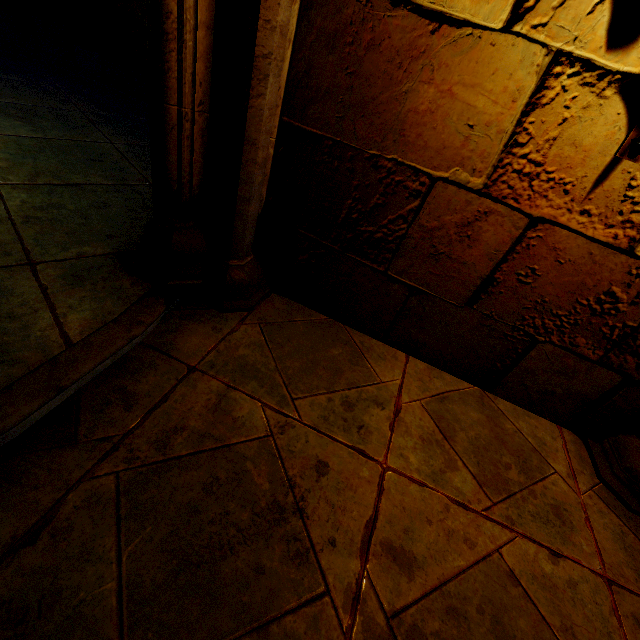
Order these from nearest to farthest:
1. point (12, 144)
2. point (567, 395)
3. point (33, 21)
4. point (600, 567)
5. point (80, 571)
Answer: point (80, 571) → point (600, 567) → point (567, 395) → point (12, 144) → point (33, 21)
